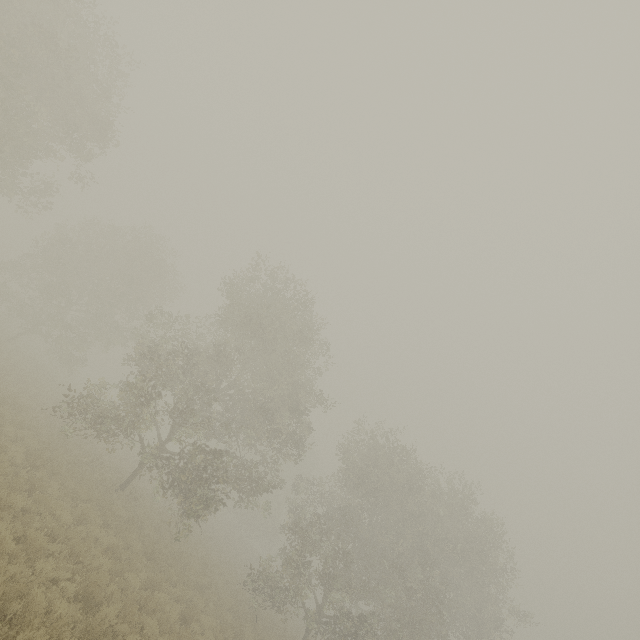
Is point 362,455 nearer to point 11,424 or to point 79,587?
point 79,587
